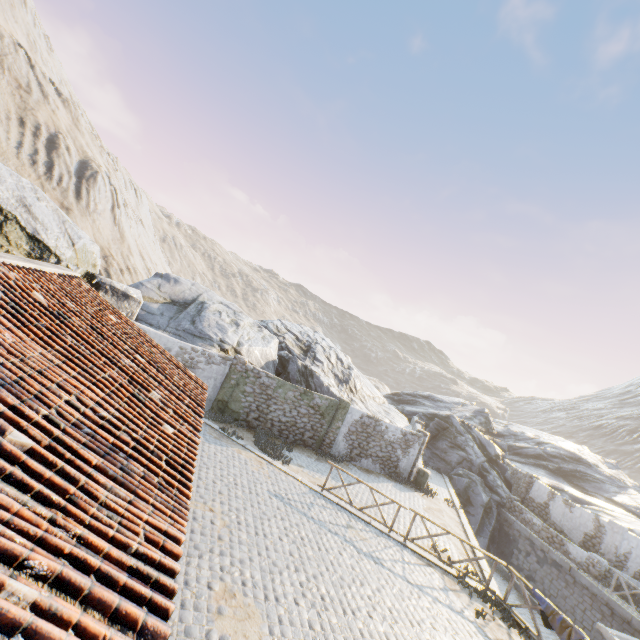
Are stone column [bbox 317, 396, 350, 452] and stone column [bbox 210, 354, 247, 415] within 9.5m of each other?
yes

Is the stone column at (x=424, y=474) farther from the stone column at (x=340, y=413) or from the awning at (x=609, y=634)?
the awning at (x=609, y=634)

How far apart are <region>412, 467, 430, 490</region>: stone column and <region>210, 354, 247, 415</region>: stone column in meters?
11.4 m

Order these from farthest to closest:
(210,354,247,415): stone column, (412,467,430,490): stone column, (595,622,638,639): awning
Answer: (412,467,430,490): stone column, (210,354,247,415): stone column, (595,622,638,639): awning

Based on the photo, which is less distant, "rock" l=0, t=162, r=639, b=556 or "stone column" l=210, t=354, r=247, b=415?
"rock" l=0, t=162, r=639, b=556

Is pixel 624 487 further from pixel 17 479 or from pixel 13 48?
pixel 13 48

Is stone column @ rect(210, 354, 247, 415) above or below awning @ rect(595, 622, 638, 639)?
above

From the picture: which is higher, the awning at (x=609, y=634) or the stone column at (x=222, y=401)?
the stone column at (x=222, y=401)
